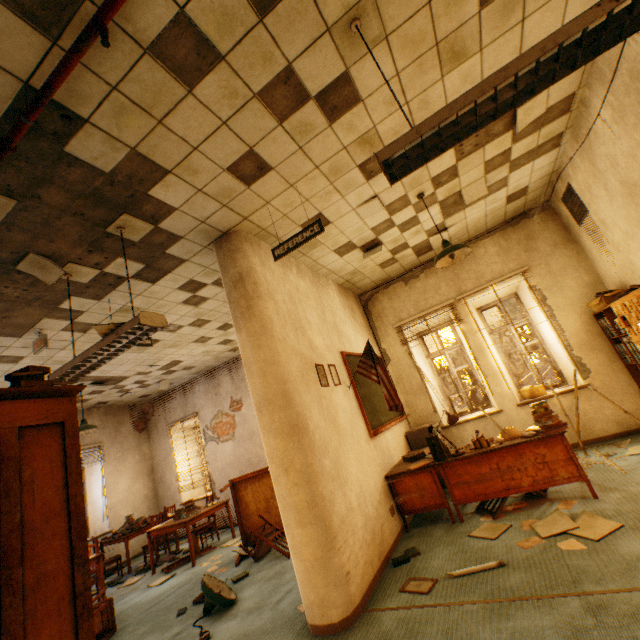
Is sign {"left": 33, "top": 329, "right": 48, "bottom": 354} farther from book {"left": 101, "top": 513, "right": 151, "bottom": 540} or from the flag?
book {"left": 101, "top": 513, "right": 151, "bottom": 540}

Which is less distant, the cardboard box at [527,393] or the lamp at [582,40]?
the lamp at [582,40]

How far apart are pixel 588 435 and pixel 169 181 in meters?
6.8

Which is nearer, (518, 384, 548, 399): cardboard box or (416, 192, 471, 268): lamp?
(416, 192, 471, 268): lamp

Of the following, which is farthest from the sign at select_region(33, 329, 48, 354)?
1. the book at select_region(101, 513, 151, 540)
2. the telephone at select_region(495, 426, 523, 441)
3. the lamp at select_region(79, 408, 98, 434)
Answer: the telephone at select_region(495, 426, 523, 441)

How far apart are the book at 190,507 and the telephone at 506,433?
5.8 meters

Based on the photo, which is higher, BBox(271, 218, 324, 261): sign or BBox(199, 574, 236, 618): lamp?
BBox(271, 218, 324, 261): sign

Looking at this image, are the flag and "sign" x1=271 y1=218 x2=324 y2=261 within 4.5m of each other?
yes
